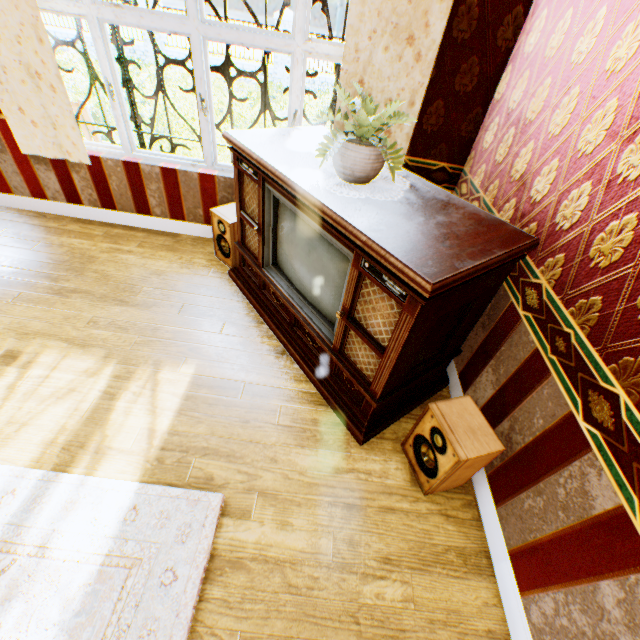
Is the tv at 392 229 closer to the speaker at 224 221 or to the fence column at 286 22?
the speaker at 224 221

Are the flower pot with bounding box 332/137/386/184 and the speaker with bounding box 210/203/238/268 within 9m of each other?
yes

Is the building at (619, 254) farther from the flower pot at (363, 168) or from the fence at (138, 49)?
the fence at (138, 49)

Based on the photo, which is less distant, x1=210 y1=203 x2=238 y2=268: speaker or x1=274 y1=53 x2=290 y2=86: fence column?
x1=210 y1=203 x2=238 y2=268: speaker

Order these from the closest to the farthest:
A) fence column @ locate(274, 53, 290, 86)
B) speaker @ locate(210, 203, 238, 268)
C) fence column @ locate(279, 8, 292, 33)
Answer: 1. speaker @ locate(210, 203, 238, 268)
2. fence column @ locate(279, 8, 292, 33)
3. fence column @ locate(274, 53, 290, 86)

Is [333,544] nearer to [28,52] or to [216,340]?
[216,340]

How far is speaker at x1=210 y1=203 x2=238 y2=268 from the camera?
3.2m

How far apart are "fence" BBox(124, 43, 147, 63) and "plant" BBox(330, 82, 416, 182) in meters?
17.7 m
